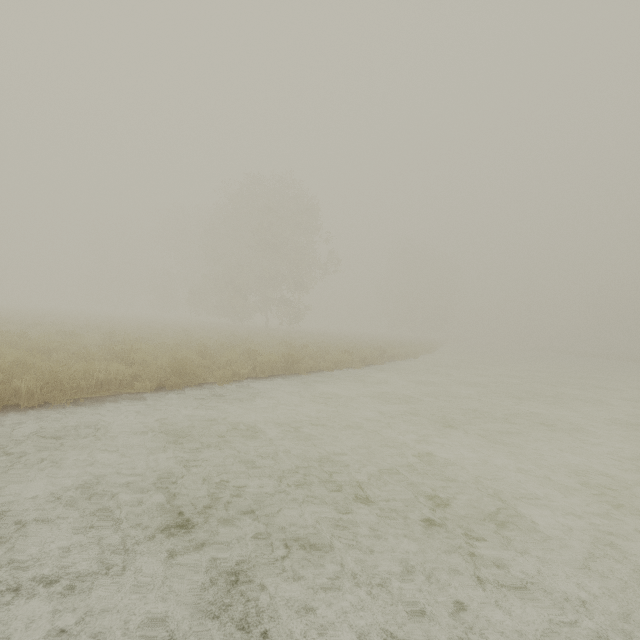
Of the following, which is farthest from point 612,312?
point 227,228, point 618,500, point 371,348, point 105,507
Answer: point 105,507
